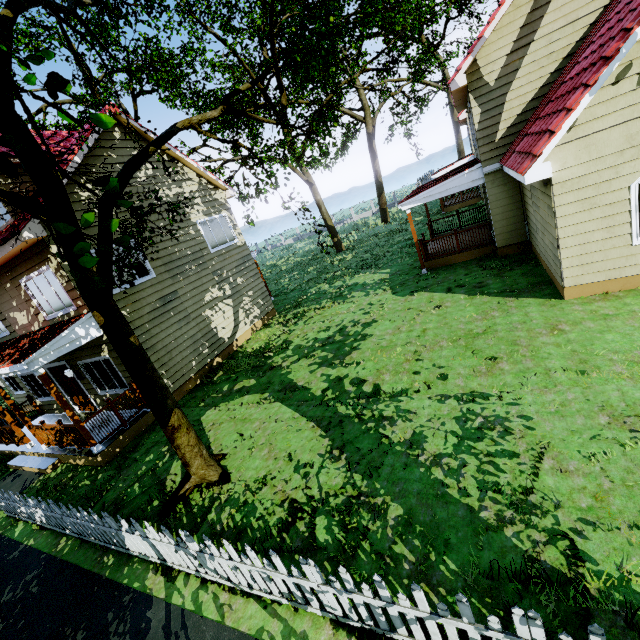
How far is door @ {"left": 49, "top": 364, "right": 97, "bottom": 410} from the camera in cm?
1178

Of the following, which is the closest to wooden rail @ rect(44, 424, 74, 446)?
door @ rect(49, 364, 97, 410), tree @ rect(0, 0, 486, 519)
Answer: door @ rect(49, 364, 97, 410)

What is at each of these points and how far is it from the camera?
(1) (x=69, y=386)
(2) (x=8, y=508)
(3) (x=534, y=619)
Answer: (1) door, 12.1 meters
(2) fence, 8.2 meters
(3) fence, 2.4 meters

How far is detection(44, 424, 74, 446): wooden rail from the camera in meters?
9.4

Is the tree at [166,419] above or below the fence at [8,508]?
above

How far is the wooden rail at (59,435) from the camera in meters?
9.4

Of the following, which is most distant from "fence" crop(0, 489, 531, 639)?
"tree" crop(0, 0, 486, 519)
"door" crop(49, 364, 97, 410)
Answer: "door" crop(49, 364, 97, 410)

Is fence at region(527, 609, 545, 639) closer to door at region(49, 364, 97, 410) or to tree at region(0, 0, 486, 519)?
tree at region(0, 0, 486, 519)
